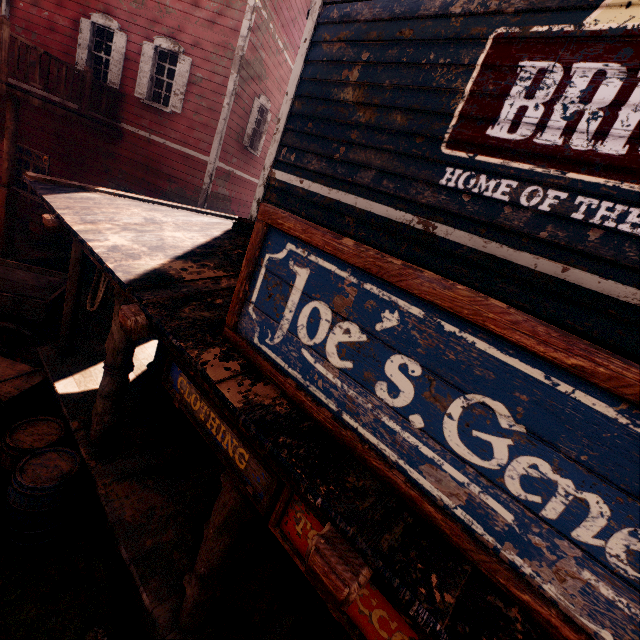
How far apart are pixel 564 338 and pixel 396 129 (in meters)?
3.27

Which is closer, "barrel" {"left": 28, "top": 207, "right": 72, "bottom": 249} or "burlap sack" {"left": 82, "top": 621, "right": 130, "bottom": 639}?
"burlap sack" {"left": 82, "top": 621, "right": 130, "bottom": 639}

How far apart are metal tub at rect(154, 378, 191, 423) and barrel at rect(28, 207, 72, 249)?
7.01m

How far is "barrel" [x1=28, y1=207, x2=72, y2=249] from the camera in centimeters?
920cm

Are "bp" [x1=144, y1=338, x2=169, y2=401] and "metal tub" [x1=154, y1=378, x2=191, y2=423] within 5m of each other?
yes

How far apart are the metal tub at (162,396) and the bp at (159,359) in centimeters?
1cm

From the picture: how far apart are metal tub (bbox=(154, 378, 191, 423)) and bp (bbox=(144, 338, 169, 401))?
0.01m

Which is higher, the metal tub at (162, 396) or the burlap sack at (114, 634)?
the metal tub at (162, 396)
